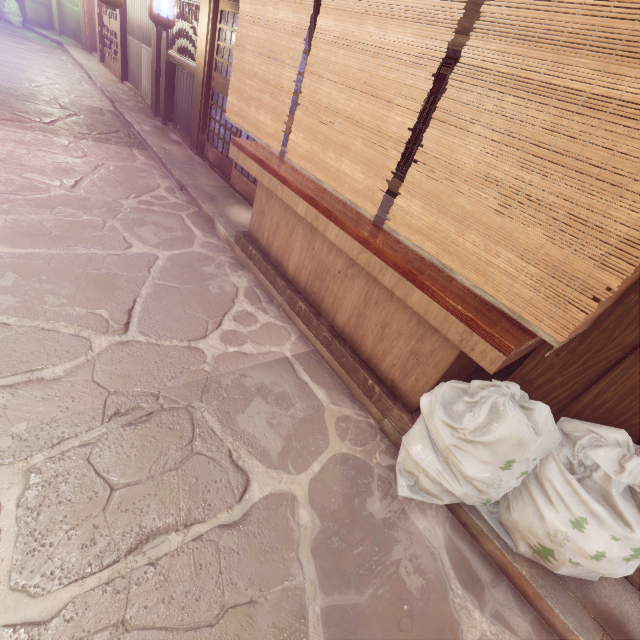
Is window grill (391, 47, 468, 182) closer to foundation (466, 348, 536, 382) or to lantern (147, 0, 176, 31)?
foundation (466, 348, 536, 382)

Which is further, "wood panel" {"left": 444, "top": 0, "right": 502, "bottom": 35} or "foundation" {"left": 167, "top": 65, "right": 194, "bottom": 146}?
"foundation" {"left": 167, "top": 65, "right": 194, "bottom": 146}

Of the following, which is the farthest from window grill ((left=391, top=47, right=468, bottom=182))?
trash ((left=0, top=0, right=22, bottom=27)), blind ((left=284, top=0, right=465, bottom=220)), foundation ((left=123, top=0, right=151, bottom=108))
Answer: trash ((left=0, top=0, right=22, bottom=27))

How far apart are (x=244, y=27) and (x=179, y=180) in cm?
581

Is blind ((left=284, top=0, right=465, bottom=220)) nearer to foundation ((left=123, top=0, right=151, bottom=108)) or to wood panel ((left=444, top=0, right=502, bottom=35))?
wood panel ((left=444, top=0, right=502, bottom=35))

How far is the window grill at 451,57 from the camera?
5.2 meters

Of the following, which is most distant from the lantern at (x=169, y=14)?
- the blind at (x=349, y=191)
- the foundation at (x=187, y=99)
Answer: the blind at (x=349, y=191)

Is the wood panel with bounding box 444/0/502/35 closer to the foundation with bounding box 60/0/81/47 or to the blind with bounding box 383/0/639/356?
the blind with bounding box 383/0/639/356
